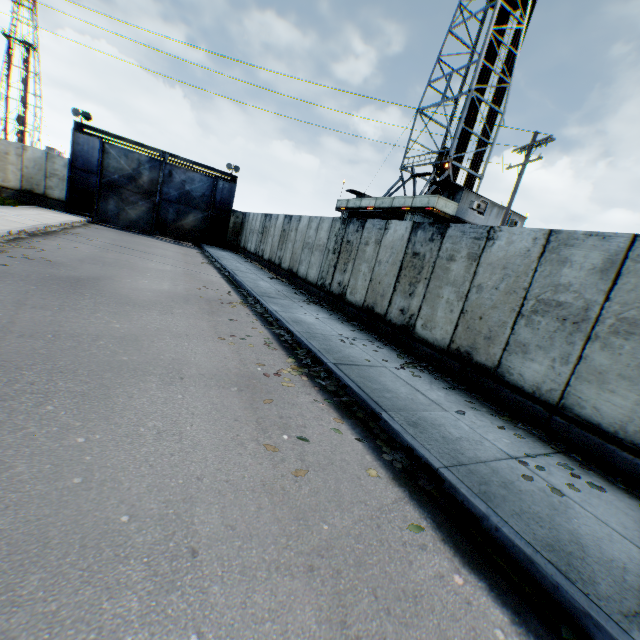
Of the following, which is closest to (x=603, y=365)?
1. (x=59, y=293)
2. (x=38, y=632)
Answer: (x=38, y=632)

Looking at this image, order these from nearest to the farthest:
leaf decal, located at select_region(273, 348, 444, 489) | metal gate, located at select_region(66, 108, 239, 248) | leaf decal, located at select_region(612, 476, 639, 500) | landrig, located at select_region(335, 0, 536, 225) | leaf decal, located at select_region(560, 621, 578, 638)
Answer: leaf decal, located at select_region(560, 621, 578, 638)
leaf decal, located at select_region(273, 348, 444, 489)
leaf decal, located at select_region(612, 476, 639, 500)
landrig, located at select_region(335, 0, 536, 225)
metal gate, located at select_region(66, 108, 239, 248)

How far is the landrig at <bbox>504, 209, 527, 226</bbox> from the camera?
22.8m

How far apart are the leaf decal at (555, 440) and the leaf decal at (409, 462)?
1.88m

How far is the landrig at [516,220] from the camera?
22.84m

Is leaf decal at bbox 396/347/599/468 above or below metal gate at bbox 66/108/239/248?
below

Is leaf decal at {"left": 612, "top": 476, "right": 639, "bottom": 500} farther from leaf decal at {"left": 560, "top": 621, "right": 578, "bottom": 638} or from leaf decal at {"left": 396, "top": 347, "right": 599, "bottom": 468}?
leaf decal at {"left": 560, "top": 621, "right": 578, "bottom": 638}

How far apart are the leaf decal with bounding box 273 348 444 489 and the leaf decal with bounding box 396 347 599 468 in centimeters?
188cm
